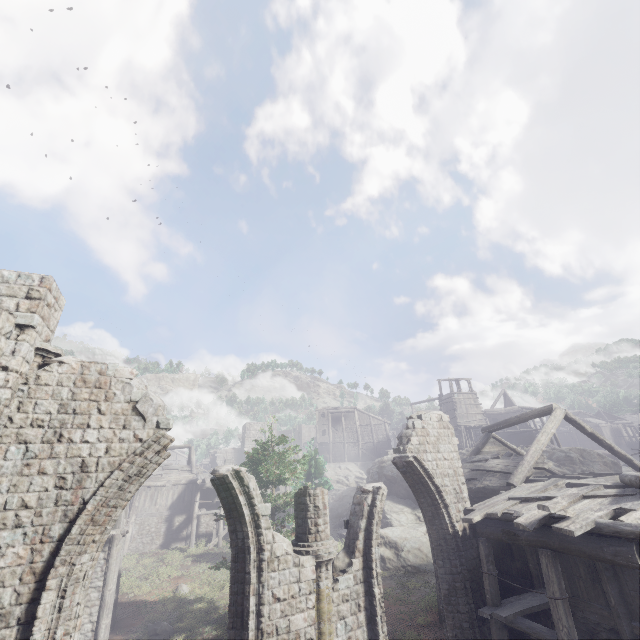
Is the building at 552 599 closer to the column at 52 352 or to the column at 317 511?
the column at 52 352

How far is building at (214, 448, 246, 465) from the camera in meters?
46.8 m

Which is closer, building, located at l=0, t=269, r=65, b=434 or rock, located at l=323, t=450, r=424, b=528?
building, located at l=0, t=269, r=65, b=434

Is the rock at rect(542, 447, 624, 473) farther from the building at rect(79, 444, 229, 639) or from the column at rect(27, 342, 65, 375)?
the column at rect(27, 342, 65, 375)

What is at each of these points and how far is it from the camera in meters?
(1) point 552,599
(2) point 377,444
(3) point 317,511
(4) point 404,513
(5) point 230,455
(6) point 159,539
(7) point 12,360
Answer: (1) building, 8.2
(2) building, 54.0
(3) column, 9.0
(4) rock, 25.6
(5) building, 59.2
(6) building, 28.7
(7) building, 6.6

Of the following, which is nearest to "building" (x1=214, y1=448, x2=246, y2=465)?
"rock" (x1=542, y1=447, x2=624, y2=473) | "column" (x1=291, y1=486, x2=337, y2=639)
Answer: "rock" (x1=542, y1=447, x2=624, y2=473)

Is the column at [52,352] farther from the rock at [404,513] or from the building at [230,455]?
the rock at [404,513]
